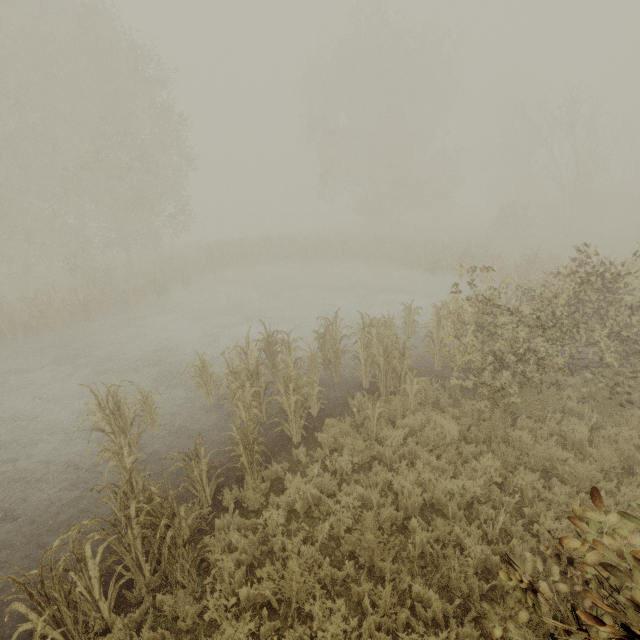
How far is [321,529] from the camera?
5.3 meters
